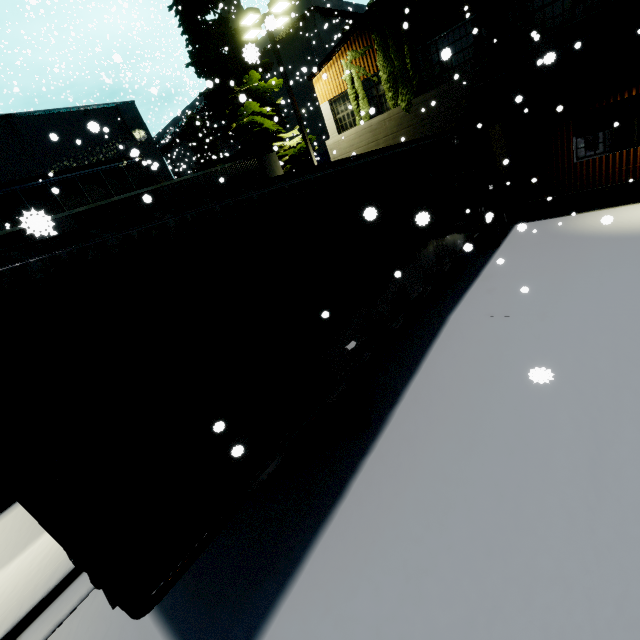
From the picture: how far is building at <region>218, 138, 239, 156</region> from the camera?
39.0m

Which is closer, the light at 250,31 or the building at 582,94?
the building at 582,94

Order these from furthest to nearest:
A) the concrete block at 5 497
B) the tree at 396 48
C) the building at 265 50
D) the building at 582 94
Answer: the tree at 396 48, the building at 582 94, the concrete block at 5 497, the building at 265 50

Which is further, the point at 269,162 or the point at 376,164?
the point at 269,162

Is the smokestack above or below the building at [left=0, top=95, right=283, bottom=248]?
above

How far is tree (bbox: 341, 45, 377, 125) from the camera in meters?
13.0 m

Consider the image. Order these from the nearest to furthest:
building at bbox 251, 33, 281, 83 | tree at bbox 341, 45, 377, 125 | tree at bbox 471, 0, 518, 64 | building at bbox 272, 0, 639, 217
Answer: building at bbox 251, 33, 281, 83
building at bbox 272, 0, 639, 217
tree at bbox 471, 0, 518, 64
tree at bbox 341, 45, 377, 125
